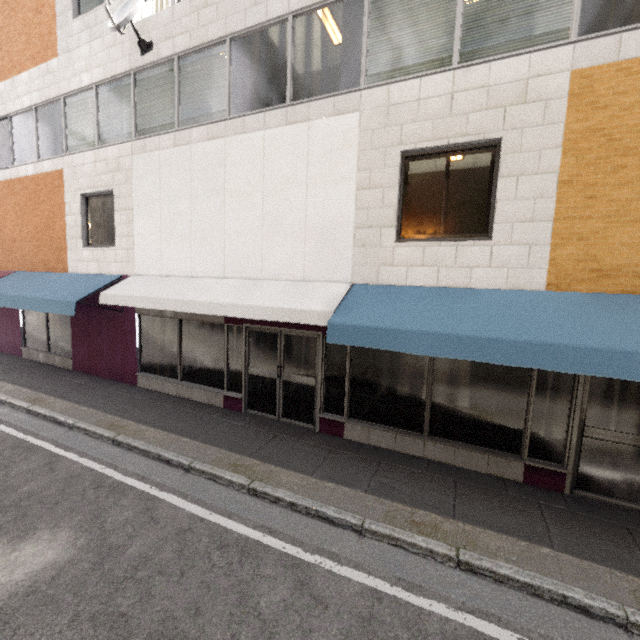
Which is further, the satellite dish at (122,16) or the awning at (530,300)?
the satellite dish at (122,16)

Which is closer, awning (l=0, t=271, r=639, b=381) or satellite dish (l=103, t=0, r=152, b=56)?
awning (l=0, t=271, r=639, b=381)

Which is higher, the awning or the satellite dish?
the satellite dish

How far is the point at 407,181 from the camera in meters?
5.5 m

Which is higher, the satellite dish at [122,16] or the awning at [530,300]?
the satellite dish at [122,16]
